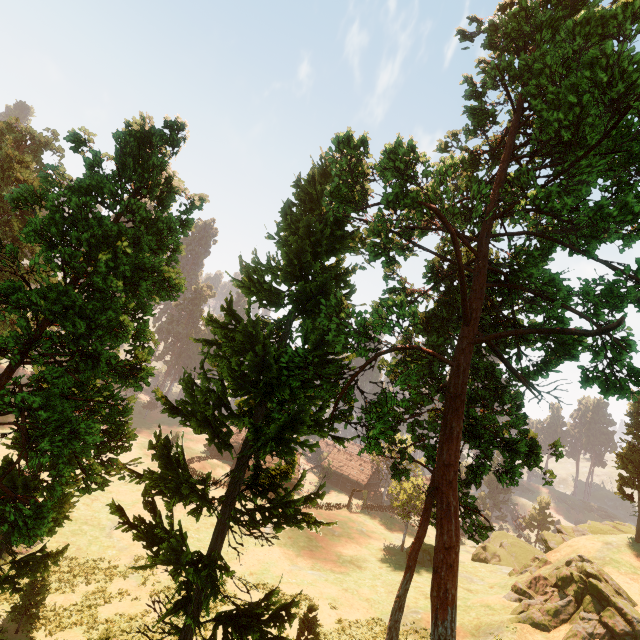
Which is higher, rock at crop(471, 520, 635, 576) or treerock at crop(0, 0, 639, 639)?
treerock at crop(0, 0, 639, 639)

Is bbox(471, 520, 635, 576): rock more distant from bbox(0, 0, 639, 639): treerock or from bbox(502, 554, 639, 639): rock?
bbox(502, 554, 639, 639): rock

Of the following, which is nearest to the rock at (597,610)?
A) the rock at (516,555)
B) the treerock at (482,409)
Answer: the rock at (516,555)

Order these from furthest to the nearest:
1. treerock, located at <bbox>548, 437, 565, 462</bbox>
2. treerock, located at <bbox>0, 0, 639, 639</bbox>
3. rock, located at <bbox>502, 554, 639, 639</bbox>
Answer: rock, located at <bbox>502, 554, 639, 639</bbox>
treerock, located at <bbox>548, 437, 565, 462</bbox>
treerock, located at <bbox>0, 0, 639, 639</bbox>

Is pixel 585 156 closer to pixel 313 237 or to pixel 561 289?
pixel 561 289

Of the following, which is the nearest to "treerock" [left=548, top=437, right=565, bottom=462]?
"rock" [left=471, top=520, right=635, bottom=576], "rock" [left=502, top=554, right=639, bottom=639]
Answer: "rock" [left=471, top=520, right=635, bottom=576]

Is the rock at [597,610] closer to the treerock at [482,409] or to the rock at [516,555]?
the rock at [516,555]
